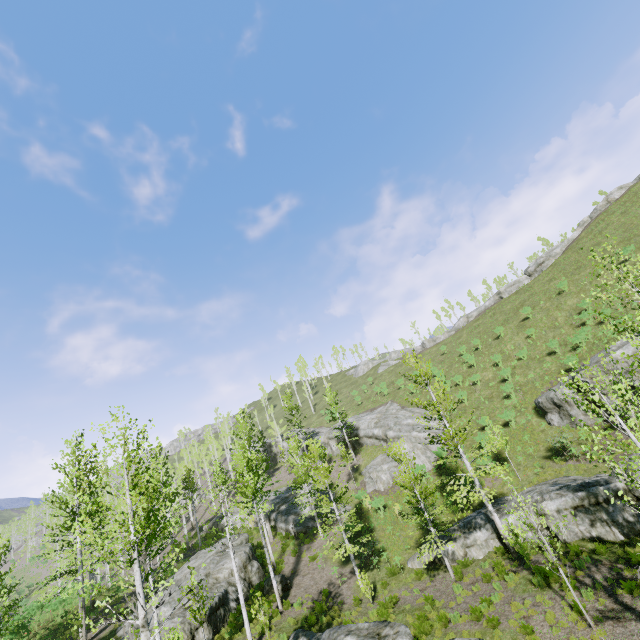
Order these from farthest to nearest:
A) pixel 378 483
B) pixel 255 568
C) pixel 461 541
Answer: pixel 378 483 < pixel 255 568 < pixel 461 541

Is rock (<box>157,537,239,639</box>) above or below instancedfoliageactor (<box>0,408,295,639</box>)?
below

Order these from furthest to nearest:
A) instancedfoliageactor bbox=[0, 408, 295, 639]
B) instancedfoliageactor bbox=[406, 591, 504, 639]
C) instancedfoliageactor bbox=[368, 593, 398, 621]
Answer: instancedfoliageactor bbox=[368, 593, 398, 621], instancedfoliageactor bbox=[406, 591, 504, 639], instancedfoliageactor bbox=[0, 408, 295, 639]

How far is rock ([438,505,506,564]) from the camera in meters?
18.2

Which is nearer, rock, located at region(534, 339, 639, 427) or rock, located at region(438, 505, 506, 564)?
rock, located at region(438, 505, 506, 564)

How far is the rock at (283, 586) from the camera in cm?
2130

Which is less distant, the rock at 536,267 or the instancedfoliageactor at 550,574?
the instancedfoliageactor at 550,574

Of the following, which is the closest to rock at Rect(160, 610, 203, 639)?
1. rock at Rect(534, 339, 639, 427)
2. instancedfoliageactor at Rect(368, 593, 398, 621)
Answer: instancedfoliageactor at Rect(368, 593, 398, 621)
